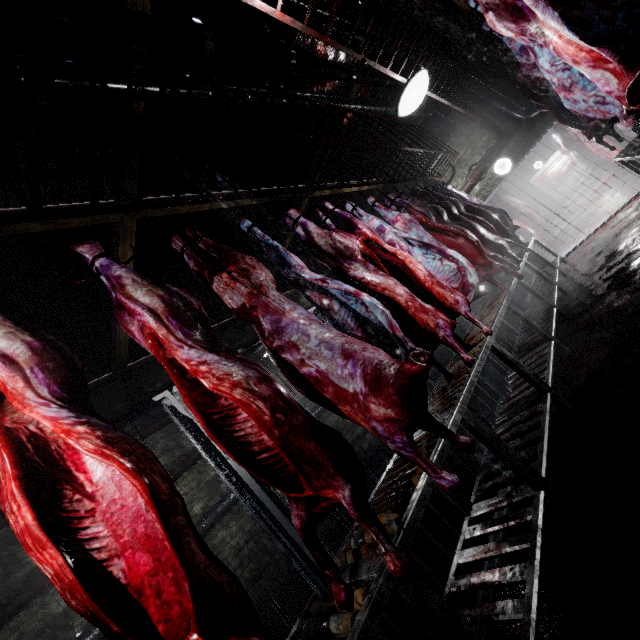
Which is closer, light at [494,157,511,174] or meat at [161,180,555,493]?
meat at [161,180,555,493]

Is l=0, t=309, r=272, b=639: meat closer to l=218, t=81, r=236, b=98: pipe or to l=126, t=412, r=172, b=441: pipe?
l=218, t=81, r=236, b=98: pipe

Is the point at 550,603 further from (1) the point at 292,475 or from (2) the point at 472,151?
(2) the point at 472,151

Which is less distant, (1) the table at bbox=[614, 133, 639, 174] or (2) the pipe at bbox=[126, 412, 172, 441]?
(1) the table at bbox=[614, 133, 639, 174]

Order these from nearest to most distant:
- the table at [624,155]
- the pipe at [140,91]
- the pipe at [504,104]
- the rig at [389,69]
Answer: the rig at [389,69]
the pipe at [140,91]
the table at [624,155]
the pipe at [504,104]

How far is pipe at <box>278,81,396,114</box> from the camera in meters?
4.0

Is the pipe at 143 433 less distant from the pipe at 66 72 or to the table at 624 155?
the pipe at 66 72

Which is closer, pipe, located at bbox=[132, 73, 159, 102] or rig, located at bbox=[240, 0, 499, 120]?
rig, located at bbox=[240, 0, 499, 120]
